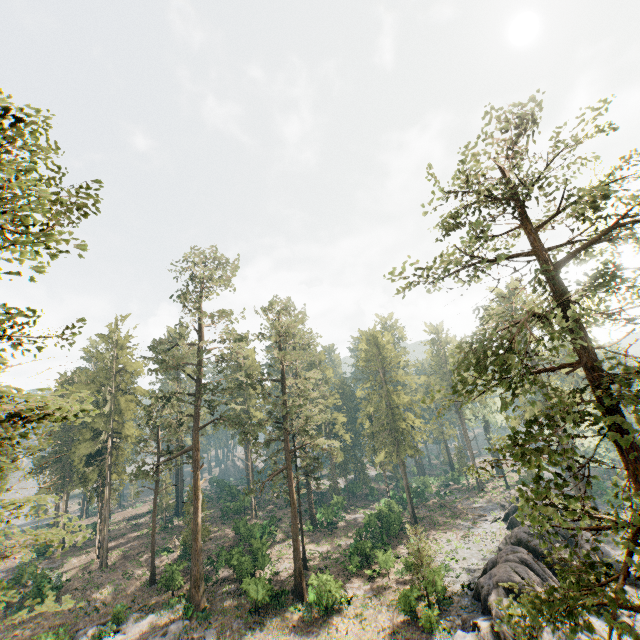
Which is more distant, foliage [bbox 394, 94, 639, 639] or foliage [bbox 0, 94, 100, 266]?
foliage [bbox 0, 94, 100, 266]

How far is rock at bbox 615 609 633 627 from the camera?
23.91m

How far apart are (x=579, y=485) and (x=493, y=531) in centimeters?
1425cm

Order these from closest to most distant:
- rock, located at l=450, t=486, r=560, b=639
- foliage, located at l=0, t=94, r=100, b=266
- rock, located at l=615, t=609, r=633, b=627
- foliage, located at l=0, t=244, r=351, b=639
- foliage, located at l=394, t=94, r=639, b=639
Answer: foliage, located at l=394, t=94, r=639, b=639 → foliage, located at l=0, t=94, r=100, b=266 → foliage, located at l=0, t=244, r=351, b=639 → rock, located at l=450, t=486, r=560, b=639 → rock, located at l=615, t=609, r=633, b=627

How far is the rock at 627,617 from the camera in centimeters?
2391cm

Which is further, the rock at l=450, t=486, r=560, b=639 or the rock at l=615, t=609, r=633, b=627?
the rock at l=615, t=609, r=633, b=627

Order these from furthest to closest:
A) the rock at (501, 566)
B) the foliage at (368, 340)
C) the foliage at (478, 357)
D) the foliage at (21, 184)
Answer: the foliage at (368, 340)
the rock at (501, 566)
the foliage at (21, 184)
the foliage at (478, 357)

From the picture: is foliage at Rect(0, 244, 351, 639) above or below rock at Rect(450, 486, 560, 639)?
above
